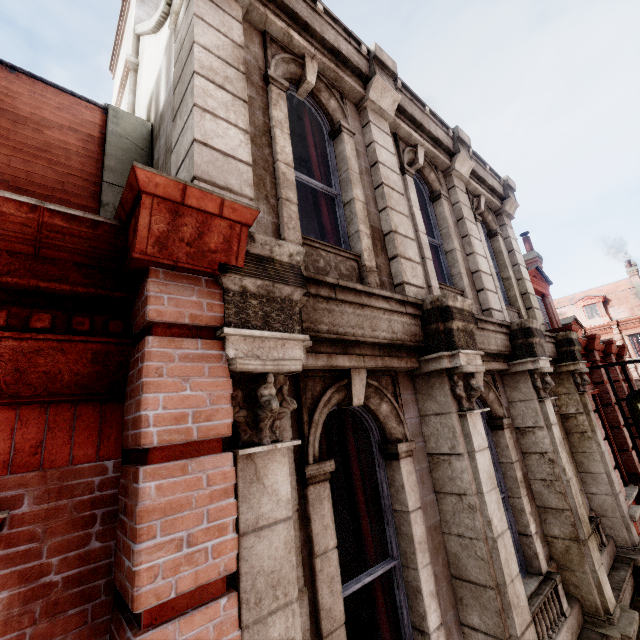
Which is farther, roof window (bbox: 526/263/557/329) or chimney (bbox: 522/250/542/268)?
chimney (bbox: 522/250/542/268)

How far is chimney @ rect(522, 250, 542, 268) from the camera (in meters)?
14.12

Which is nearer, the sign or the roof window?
the sign

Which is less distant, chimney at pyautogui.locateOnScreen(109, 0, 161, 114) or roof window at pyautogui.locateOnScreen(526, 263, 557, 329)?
chimney at pyautogui.locateOnScreen(109, 0, 161, 114)

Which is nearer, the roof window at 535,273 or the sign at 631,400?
the sign at 631,400

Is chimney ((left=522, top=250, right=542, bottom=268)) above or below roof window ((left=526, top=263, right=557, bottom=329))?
above

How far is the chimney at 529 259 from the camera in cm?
1412

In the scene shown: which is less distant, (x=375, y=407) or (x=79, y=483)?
(x=79, y=483)
